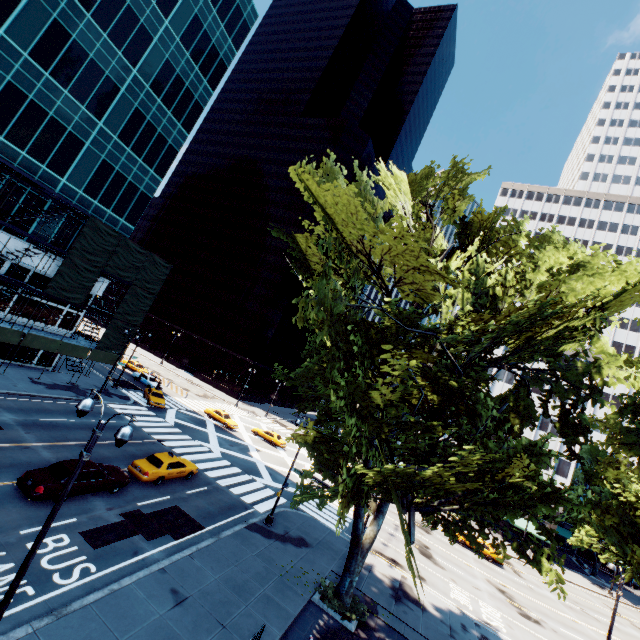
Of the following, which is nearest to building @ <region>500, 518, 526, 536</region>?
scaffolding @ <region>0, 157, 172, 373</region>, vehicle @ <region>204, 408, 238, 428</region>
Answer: vehicle @ <region>204, 408, 238, 428</region>

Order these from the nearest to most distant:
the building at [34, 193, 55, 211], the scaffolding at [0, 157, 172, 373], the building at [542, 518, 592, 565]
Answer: the scaffolding at [0, 157, 172, 373] → the building at [34, 193, 55, 211] → the building at [542, 518, 592, 565]

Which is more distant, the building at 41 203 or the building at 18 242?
the building at 41 203

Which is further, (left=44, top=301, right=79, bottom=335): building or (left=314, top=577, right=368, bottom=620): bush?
(left=44, top=301, right=79, bottom=335): building

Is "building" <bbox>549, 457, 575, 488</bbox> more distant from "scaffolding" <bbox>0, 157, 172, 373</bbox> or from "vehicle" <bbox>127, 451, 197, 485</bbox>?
"scaffolding" <bbox>0, 157, 172, 373</bbox>

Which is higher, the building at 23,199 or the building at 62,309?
the building at 23,199

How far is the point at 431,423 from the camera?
10.2m

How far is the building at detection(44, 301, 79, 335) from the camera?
32.7m
